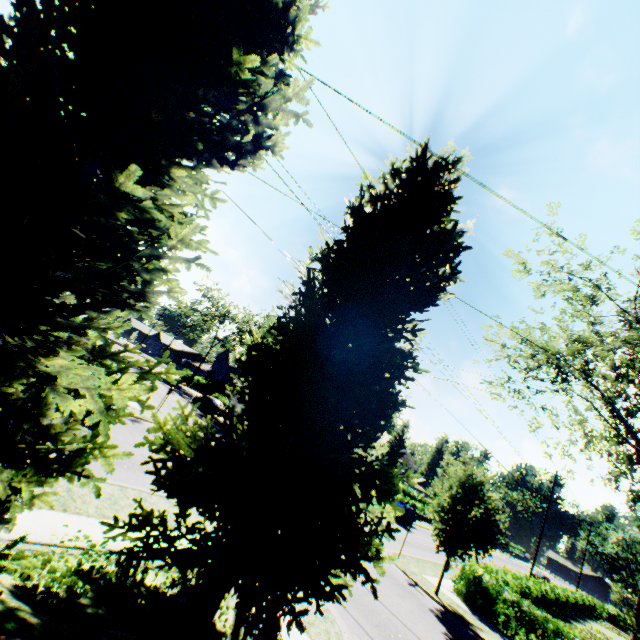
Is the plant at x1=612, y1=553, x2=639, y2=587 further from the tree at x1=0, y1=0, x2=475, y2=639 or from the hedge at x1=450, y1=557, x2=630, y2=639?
the hedge at x1=450, y1=557, x2=630, y2=639

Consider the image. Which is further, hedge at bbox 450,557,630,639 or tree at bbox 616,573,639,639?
hedge at bbox 450,557,630,639

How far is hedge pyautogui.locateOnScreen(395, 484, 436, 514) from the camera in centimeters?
4391cm

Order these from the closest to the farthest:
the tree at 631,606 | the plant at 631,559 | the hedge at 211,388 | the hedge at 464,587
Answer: the tree at 631,606
the hedge at 464,587
the hedge at 211,388
the plant at 631,559

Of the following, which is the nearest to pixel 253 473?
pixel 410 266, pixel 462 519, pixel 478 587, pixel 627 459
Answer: pixel 410 266

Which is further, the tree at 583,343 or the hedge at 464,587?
the tree at 583,343

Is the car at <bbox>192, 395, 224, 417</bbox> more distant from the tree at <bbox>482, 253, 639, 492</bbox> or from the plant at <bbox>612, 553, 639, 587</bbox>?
the plant at <bbox>612, 553, 639, 587</bbox>
